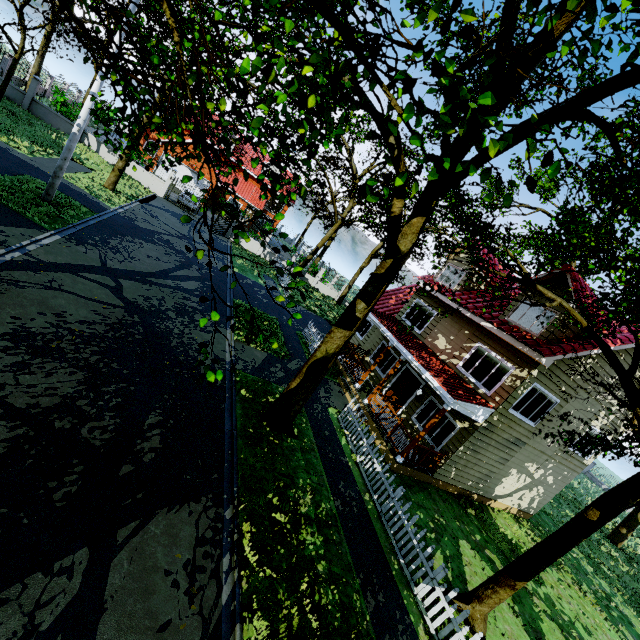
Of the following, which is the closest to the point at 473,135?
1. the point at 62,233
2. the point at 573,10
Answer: the point at 573,10

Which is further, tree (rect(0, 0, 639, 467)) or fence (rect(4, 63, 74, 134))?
fence (rect(4, 63, 74, 134))

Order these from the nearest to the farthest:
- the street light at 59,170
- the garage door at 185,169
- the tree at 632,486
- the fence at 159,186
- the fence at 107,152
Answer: the tree at 632,486 < the street light at 59,170 < the fence at 107,152 < the fence at 159,186 < the garage door at 185,169

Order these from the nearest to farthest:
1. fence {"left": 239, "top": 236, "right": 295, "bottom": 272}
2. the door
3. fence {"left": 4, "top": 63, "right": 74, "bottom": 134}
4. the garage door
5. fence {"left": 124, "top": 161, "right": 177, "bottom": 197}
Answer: the door
fence {"left": 4, "top": 63, "right": 74, "bottom": 134}
fence {"left": 124, "top": 161, "right": 177, "bottom": 197}
fence {"left": 239, "top": 236, "right": 295, "bottom": 272}
the garage door

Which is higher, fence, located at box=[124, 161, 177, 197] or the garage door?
the garage door

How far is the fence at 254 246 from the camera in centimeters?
3077cm

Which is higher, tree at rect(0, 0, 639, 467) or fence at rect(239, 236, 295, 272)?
tree at rect(0, 0, 639, 467)

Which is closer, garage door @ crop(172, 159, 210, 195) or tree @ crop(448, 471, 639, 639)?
tree @ crop(448, 471, 639, 639)
